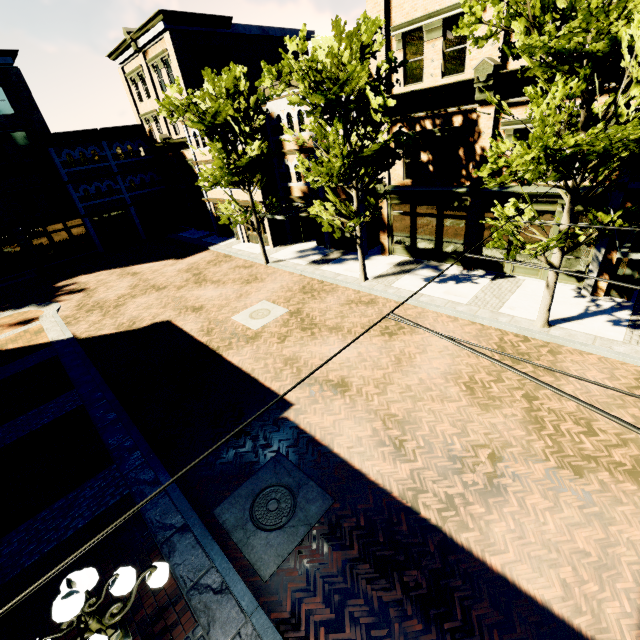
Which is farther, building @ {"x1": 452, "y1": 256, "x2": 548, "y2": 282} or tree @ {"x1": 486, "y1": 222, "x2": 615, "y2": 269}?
building @ {"x1": 452, "y1": 256, "x2": 548, "y2": 282}

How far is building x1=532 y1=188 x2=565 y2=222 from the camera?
12.4 meters

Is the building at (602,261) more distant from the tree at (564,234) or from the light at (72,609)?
the light at (72,609)

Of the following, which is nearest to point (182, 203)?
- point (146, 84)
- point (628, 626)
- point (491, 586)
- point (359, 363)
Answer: point (146, 84)

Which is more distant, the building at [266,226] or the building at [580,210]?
the building at [266,226]

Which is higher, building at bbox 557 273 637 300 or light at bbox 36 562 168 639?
light at bbox 36 562 168 639

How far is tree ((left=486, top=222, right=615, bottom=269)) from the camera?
9.08m

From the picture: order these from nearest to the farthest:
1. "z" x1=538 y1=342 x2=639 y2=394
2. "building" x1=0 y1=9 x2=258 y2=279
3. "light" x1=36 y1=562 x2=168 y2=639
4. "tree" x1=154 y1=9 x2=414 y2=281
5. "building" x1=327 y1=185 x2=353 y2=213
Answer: "light" x1=36 y1=562 x2=168 y2=639 < "z" x1=538 y1=342 x2=639 y2=394 < "tree" x1=154 y1=9 x2=414 y2=281 < "building" x1=327 y1=185 x2=353 y2=213 < "building" x1=0 y1=9 x2=258 y2=279
